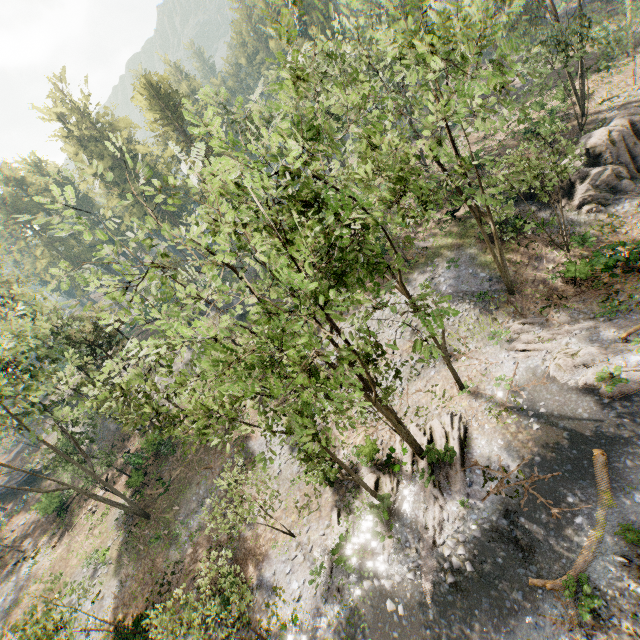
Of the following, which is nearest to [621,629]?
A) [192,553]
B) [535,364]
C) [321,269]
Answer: [535,364]

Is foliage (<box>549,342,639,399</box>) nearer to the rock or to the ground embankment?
the ground embankment

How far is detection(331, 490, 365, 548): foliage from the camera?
17.73m

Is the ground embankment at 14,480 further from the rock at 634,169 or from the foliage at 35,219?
the rock at 634,169

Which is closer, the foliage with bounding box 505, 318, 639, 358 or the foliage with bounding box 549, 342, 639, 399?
the foliage with bounding box 549, 342, 639, 399

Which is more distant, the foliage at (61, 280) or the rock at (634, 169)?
the rock at (634, 169)
